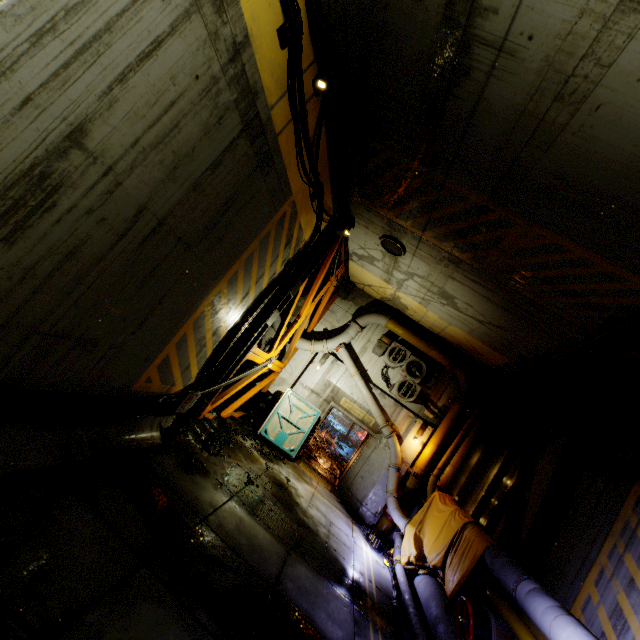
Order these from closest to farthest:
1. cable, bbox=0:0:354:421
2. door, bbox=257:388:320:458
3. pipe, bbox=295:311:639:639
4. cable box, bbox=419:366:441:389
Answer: cable, bbox=0:0:354:421 → pipe, bbox=295:311:639:639 → door, bbox=257:388:320:458 → cable box, bbox=419:366:441:389

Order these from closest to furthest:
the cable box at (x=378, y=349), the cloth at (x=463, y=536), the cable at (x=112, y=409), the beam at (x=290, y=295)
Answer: the cable at (x=112, y=409), the cloth at (x=463, y=536), the beam at (x=290, y=295), the cable box at (x=378, y=349)

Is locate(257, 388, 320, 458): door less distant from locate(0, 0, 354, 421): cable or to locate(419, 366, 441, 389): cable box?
locate(0, 0, 354, 421): cable

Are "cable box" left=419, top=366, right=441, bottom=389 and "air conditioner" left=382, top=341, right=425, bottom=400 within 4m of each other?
yes

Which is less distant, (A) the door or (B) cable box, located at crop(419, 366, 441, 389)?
(A) the door

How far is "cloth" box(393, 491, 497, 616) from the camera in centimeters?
679cm

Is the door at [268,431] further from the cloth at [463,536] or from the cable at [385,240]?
the cable at [385,240]

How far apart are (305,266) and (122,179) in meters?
5.8 m
